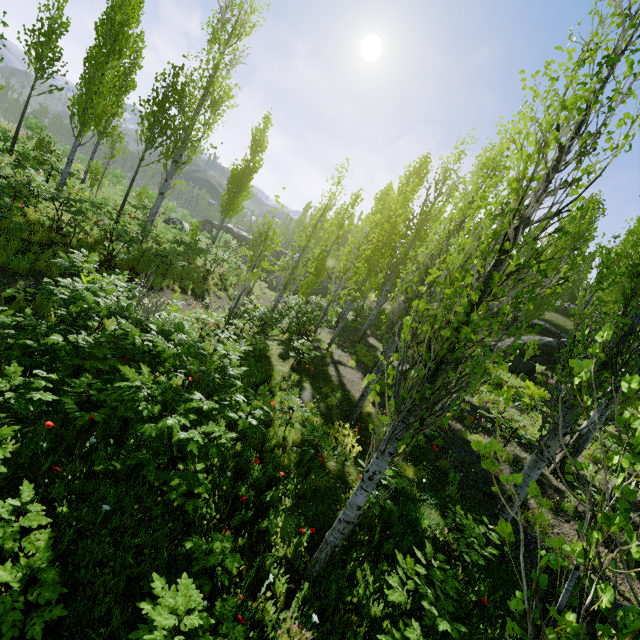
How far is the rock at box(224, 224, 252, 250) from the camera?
42.4 meters

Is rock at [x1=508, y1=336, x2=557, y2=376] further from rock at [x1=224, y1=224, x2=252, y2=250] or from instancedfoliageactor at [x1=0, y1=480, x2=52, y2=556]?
rock at [x1=224, y1=224, x2=252, y2=250]

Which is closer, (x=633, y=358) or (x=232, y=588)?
(x=232, y=588)

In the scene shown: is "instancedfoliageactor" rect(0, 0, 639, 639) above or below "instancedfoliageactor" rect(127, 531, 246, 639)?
above

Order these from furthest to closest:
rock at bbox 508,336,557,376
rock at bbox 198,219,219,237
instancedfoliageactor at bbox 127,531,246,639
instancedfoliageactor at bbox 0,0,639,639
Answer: rock at bbox 198,219,219,237 < rock at bbox 508,336,557,376 < instancedfoliageactor at bbox 0,0,639,639 < instancedfoliageactor at bbox 127,531,246,639

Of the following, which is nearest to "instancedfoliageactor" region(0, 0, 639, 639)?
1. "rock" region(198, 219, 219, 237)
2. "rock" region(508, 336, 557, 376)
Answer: "rock" region(508, 336, 557, 376)

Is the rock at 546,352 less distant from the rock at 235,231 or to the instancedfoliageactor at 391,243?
the instancedfoliageactor at 391,243

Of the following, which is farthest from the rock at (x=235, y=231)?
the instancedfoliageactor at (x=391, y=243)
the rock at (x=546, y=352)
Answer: the rock at (x=546, y=352)
